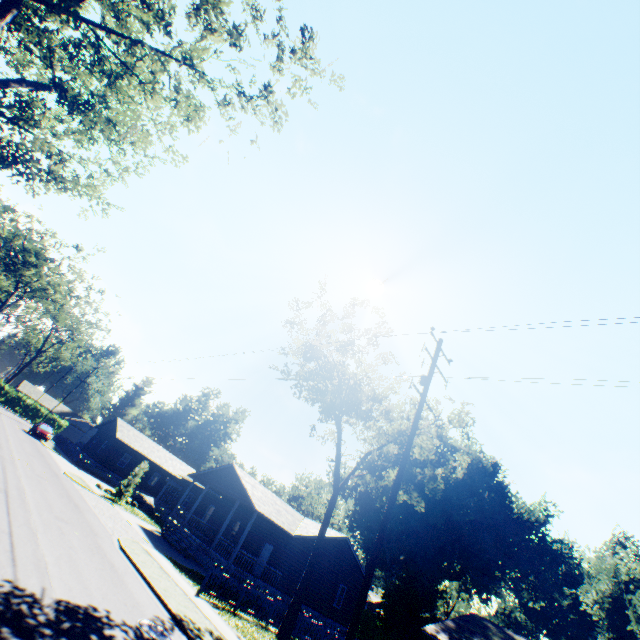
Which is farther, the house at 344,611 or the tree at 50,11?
the house at 344,611

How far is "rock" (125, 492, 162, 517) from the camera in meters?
31.2 m

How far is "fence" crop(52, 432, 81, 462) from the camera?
37.5m

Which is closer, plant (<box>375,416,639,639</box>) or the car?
plant (<box>375,416,639,639</box>)

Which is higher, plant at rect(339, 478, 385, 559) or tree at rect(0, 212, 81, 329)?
tree at rect(0, 212, 81, 329)

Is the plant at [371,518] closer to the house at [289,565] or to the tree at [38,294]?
the house at [289,565]

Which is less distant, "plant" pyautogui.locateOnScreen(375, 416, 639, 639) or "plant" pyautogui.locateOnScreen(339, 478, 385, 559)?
"plant" pyautogui.locateOnScreen(375, 416, 639, 639)

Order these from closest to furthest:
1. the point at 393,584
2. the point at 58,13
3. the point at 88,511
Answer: the point at 58,13, the point at 88,511, the point at 393,584
